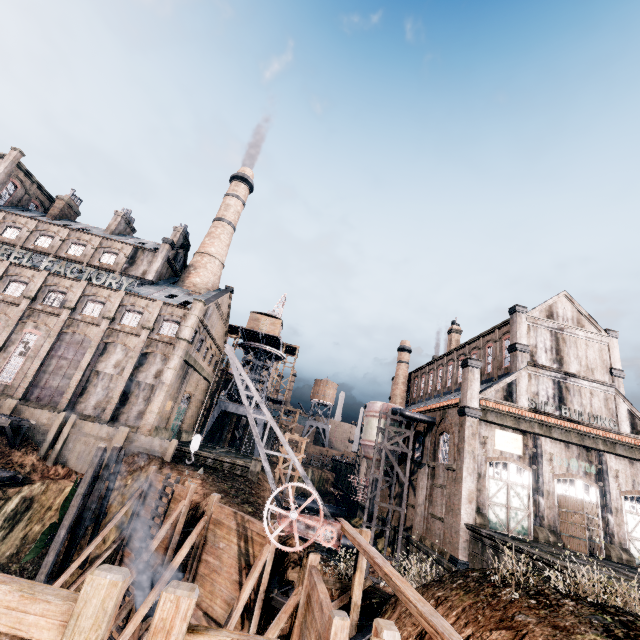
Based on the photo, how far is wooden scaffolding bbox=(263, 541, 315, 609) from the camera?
12.29m

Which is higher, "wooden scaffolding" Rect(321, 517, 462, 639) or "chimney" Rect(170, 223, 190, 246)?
"chimney" Rect(170, 223, 190, 246)

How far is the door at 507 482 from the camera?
25.3m

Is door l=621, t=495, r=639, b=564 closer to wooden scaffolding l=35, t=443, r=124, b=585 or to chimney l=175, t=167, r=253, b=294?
wooden scaffolding l=35, t=443, r=124, b=585

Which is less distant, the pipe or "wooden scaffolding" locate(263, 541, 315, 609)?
"wooden scaffolding" locate(263, 541, 315, 609)

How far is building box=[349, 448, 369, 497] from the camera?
52.1m

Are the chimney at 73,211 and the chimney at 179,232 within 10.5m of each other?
no

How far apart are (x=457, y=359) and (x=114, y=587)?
44.8m
